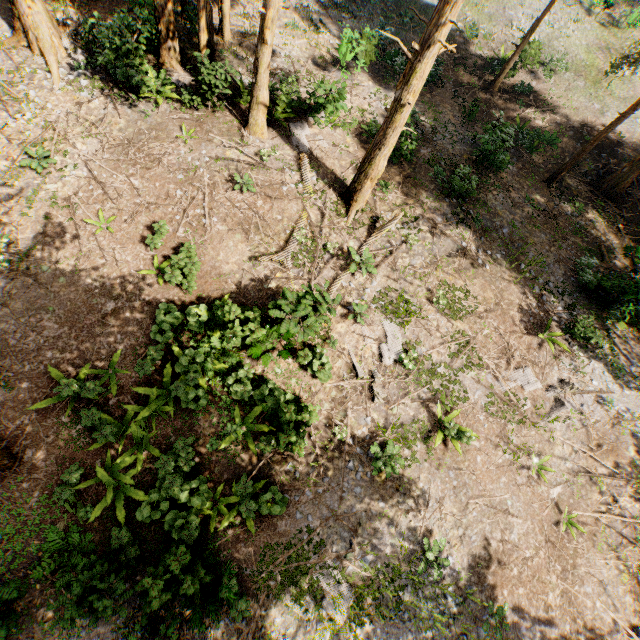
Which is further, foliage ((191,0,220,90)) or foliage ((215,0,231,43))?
foliage ((215,0,231,43))

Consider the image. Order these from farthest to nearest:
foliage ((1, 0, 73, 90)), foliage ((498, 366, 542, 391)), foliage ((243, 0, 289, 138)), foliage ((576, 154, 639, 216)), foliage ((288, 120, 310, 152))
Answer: foliage ((576, 154, 639, 216)), foliage ((288, 120, 310, 152)), foliage ((498, 366, 542, 391)), foliage ((1, 0, 73, 90)), foliage ((243, 0, 289, 138))

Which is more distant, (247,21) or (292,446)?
(247,21)

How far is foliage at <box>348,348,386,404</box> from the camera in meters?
12.3

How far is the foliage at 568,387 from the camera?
13.1m

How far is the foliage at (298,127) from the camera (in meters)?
16.27
